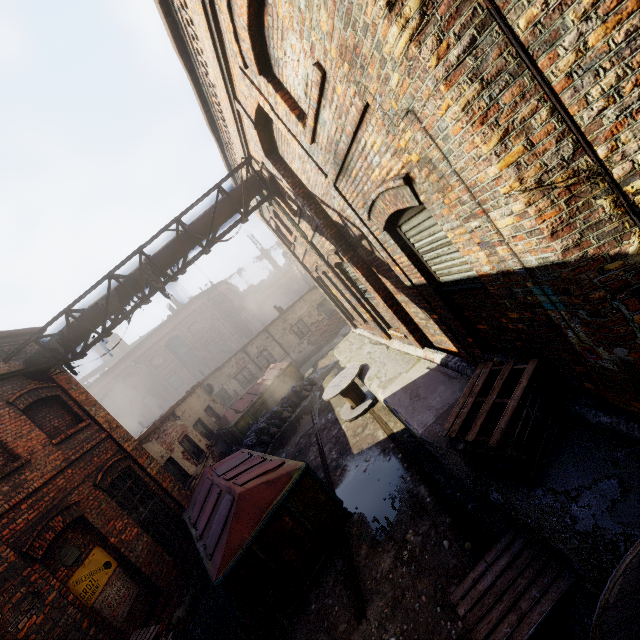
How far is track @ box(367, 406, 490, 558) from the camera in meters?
4.0 m

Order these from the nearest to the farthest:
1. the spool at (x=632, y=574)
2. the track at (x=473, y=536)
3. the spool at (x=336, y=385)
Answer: the spool at (x=632, y=574), the track at (x=473, y=536), the spool at (x=336, y=385)

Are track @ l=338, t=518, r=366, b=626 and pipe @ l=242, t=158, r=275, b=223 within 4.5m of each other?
no

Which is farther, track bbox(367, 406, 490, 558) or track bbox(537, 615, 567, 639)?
track bbox(367, 406, 490, 558)

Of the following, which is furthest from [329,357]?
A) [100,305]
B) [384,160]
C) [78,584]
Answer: [384,160]

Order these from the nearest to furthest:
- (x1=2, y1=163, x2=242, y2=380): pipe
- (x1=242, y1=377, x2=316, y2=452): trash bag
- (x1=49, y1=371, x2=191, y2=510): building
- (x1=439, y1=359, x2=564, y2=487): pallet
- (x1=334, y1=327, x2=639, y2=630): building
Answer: (x1=334, y1=327, x2=639, y2=630): building < (x1=439, y1=359, x2=564, y2=487): pallet < (x1=2, y1=163, x2=242, y2=380): pipe < (x1=49, y1=371, x2=191, y2=510): building < (x1=242, y1=377, x2=316, y2=452): trash bag

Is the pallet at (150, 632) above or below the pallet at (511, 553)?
above

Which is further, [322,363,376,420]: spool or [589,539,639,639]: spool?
[322,363,376,420]: spool
